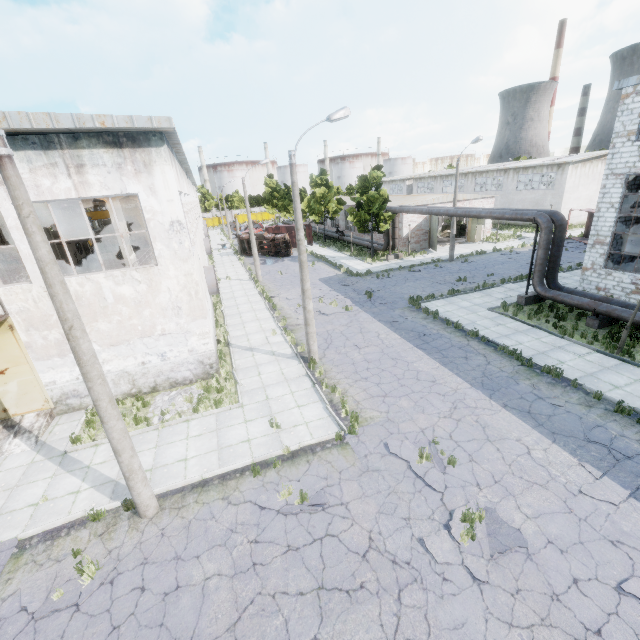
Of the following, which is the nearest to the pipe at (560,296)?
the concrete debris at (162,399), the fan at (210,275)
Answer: the fan at (210,275)

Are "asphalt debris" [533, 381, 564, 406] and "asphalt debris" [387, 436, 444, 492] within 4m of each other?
no

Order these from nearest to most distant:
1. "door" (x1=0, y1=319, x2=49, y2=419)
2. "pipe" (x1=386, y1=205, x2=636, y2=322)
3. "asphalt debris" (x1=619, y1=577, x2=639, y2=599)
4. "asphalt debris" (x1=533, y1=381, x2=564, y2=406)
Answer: "asphalt debris" (x1=619, y1=577, x2=639, y2=599), "asphalt debris" (x1=533, y1=381, x2=564, y2=406), "door" (x1=0, y1=319, x2=49, y2=419), "pipe" (x1=386, y1=205, x2=636, y2=322)

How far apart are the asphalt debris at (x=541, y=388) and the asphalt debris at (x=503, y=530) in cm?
530

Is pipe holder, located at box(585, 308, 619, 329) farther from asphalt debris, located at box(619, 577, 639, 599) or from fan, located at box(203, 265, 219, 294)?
fan, located at box(203, 265, 219, 294)

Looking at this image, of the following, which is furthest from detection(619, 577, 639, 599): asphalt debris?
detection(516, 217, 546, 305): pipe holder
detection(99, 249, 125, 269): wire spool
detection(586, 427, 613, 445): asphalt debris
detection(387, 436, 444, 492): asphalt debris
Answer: detection(99, 249, 125, 269): wire spool

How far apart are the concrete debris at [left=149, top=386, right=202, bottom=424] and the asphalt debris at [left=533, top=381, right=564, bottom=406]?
12.9m

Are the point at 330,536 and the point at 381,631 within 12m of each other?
yes
